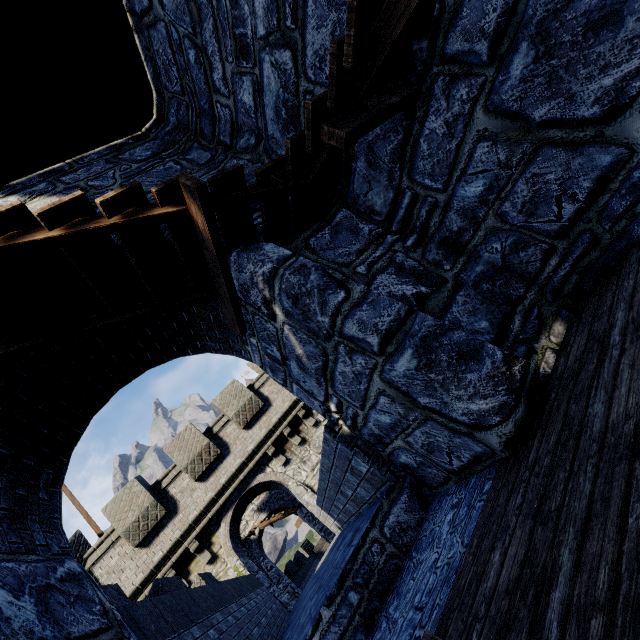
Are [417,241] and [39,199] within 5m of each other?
yes
